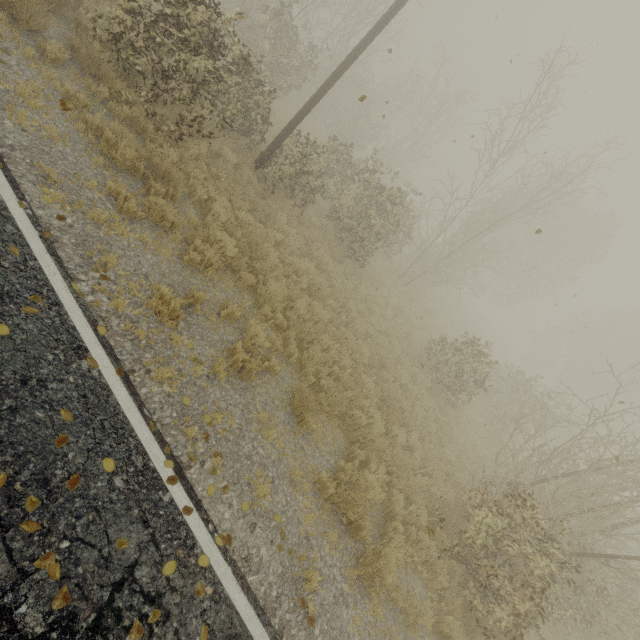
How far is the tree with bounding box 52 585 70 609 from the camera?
2.62m

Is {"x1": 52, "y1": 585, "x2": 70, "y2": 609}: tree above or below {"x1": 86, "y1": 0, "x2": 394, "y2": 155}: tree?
below

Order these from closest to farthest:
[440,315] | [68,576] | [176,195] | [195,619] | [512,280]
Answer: [68,576]
[195,619]
[176,195]
[440,315]
[512,280]

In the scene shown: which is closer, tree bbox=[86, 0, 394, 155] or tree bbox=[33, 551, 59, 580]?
tree bbox=[33, 551, 59, 580]

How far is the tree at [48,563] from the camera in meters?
2.7 m

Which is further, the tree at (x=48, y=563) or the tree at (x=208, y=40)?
the tree at (x=208, y=40)
